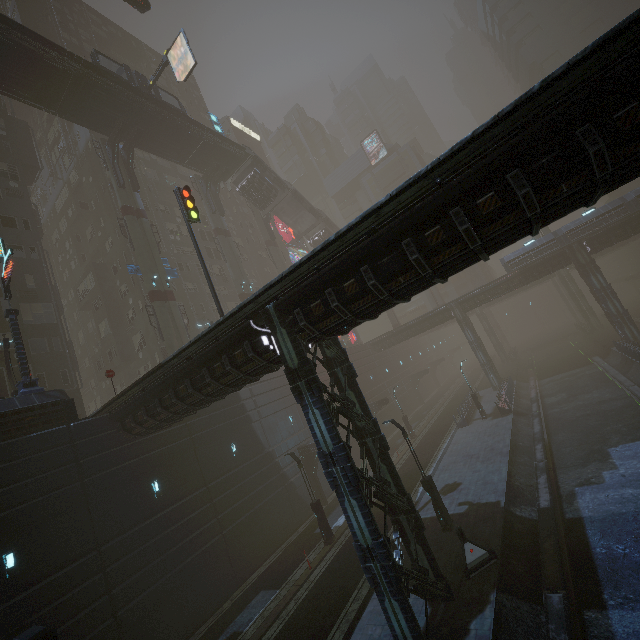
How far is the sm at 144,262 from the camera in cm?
2764

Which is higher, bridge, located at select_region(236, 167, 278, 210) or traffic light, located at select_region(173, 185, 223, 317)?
bridge, located at select_region(236, 167, 278, 210)

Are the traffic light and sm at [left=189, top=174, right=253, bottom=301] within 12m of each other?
no

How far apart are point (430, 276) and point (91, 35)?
67.7 meters

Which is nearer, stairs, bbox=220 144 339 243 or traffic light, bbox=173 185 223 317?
traffic light, bbox=173 185 223 317

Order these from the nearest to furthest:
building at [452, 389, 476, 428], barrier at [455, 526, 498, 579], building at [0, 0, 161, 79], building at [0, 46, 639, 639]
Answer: building at [0, 46, 639, 639] → barrier at [455, 526, 498, 579] → building at [452, 389, 476, 428] → building at [0, 0, 161, 79]

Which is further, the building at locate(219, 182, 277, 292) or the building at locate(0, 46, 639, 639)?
the building at locate(219, 182, 277, 292)

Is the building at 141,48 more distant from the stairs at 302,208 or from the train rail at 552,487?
the stairs at 302,208
